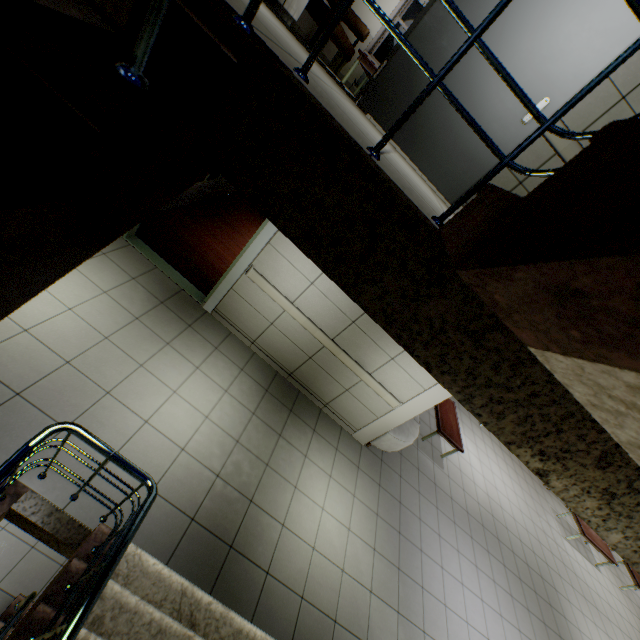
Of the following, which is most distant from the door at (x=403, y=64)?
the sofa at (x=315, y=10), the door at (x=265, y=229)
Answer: the sofa at (x=315, y=10)

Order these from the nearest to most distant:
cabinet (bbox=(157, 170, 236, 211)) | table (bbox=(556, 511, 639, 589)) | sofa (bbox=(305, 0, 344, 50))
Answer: sofa (bbox=(305, 0, 344, 50))
cabinet (bbox=(157, 170, 236, 211))
table (bbox=(556, 511, 639, 589))

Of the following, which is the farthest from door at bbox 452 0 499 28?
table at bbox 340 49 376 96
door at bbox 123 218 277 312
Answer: table at bbox 340 49 376 96

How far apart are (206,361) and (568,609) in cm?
936

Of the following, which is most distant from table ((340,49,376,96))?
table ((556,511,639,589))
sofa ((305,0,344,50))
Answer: table ((556,511,639,589))

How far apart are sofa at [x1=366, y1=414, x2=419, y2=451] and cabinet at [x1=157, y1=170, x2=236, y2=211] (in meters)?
5.37

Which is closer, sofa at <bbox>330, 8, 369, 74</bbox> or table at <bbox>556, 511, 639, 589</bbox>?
sofa at <bbox>330, 8, 369, 74</bbox>

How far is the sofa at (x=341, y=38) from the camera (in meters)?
5.27
